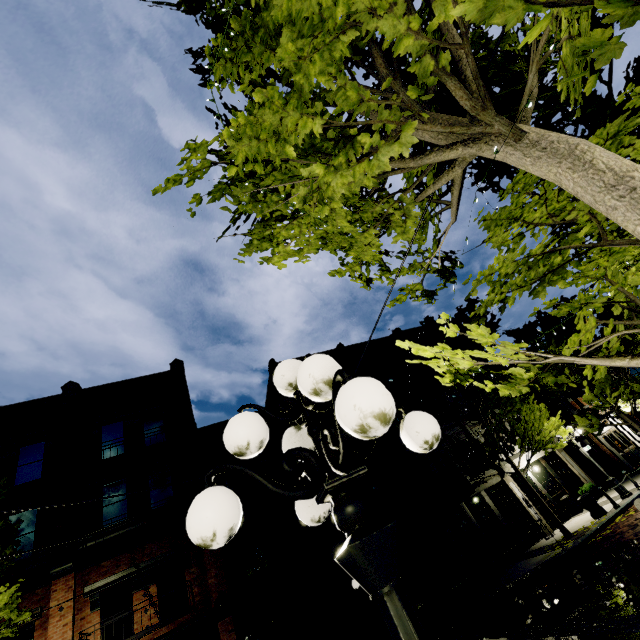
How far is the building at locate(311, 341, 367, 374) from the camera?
22.0 meters

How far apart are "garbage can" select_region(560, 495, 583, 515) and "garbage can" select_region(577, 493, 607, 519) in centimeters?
363cm

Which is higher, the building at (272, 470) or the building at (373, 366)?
the building at (373, 366)

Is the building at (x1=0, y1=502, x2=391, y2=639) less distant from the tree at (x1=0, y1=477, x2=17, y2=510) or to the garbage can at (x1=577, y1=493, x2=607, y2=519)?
the tree at (x1=0, y1=477, x2=17, y2=510)

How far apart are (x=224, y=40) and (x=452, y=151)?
2.6 meters

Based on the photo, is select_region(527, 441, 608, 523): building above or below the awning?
below

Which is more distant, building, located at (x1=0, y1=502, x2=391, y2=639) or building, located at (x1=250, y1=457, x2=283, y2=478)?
building, located at (x1=250, y1=457, x2=283, y2=478)

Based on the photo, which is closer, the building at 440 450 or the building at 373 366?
the building at 440 450
